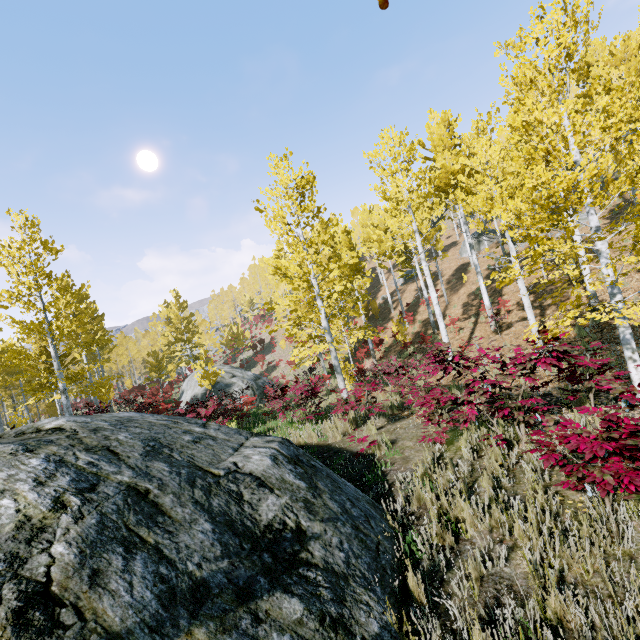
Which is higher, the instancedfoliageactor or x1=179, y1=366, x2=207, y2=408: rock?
the instancedfoliageactor

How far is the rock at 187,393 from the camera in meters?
23.5

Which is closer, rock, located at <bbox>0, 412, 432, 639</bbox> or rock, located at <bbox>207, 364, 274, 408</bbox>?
rock, located at <bbox>0, 412, 432, 639</bbox>

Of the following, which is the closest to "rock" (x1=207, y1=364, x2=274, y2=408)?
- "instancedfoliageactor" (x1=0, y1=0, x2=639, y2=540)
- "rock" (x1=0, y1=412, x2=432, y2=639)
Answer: "instancedfoliageactor" (x1=0, y1=0, x2=639, y2=540)

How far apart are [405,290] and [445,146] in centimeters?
2018cm

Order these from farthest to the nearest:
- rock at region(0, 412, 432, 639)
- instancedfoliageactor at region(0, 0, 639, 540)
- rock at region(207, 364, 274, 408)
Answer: rock at region(207, 364, 274, 408) < instancedfoliageactor at region(0, 0, 639, 540) < rock at region(0, 412, 432, 639)

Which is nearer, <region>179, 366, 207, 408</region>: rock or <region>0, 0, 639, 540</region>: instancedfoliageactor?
<region>0, 0, 639, 540</region>: instancedfoliageactor
